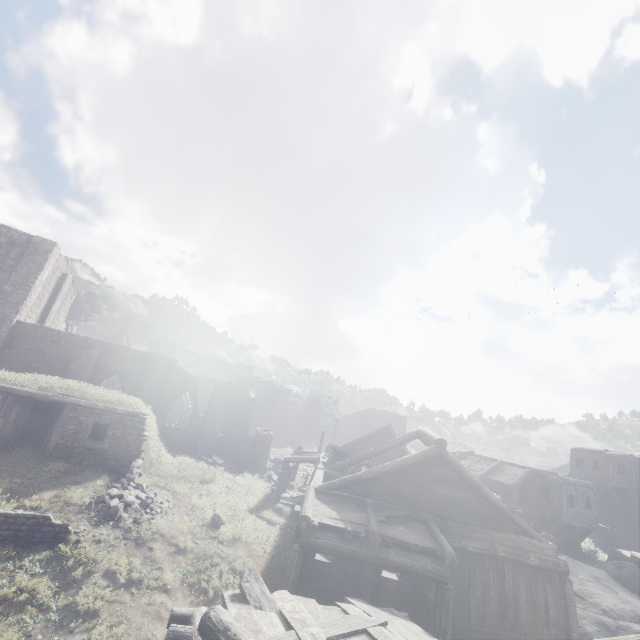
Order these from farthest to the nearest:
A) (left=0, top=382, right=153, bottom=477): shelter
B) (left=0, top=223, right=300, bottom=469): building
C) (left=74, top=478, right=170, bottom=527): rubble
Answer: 1. (left=0, top=223, right=300, bottom=469): building
2. (left=0, top=382, right=153, bottom=477): shelter
3. (left=74, top=478, right=170, bottom=527): rubble

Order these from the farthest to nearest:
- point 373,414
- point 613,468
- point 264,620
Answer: point 373,414
point 613,468
point 264,620

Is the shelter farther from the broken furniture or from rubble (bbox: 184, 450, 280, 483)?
the broken furniture

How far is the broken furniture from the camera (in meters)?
17.87

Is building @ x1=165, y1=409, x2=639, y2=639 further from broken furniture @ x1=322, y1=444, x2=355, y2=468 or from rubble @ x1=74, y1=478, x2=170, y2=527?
rubble @ x1=74, y1=478, x2=170, y2=527

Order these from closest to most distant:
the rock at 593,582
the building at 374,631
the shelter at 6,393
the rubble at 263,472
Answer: the building at 374,631 → the rock at 593,582 → the shelter at 6,393 → the rubble at 263,472

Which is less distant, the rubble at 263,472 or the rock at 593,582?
the rock at 593,582

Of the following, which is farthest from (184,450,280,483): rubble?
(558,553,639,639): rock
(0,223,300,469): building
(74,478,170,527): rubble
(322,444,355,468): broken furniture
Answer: (558,553,639,639): rock
